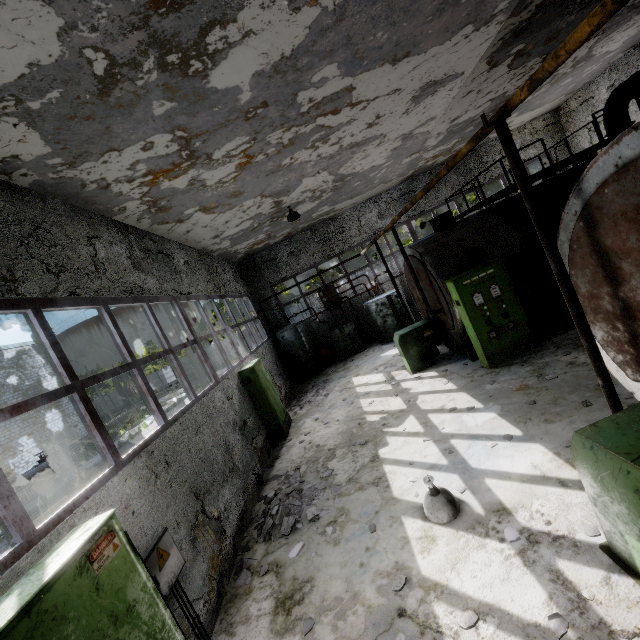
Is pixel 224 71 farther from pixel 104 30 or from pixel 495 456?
pixel 495 456

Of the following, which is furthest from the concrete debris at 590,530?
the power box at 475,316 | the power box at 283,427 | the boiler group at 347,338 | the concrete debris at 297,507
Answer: the boiler group at 347,338

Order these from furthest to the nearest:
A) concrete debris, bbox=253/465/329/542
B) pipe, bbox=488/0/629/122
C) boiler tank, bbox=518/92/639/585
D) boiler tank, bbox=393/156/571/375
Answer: boiler tank, bbox=393/156/571/375
concrete debris, bbox=253/465/329/542
boiler tank, bbox=518/92/639/585
pipe, bbox=488/0/629/122

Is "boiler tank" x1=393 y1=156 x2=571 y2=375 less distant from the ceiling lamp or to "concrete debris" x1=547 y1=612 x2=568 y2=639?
the ceiling lamp

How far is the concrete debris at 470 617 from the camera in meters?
3.1

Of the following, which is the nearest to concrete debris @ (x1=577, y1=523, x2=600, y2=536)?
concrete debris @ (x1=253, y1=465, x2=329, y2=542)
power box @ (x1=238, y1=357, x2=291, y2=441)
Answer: concrete debris @ (x1=253, y1=465, x2=329, y2=542)

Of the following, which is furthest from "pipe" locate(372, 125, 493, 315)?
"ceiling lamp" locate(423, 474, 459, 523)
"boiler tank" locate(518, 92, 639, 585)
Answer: "ceiling lamp" locate(423, 474, 459, 523)

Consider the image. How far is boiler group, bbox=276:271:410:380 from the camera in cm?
1520
